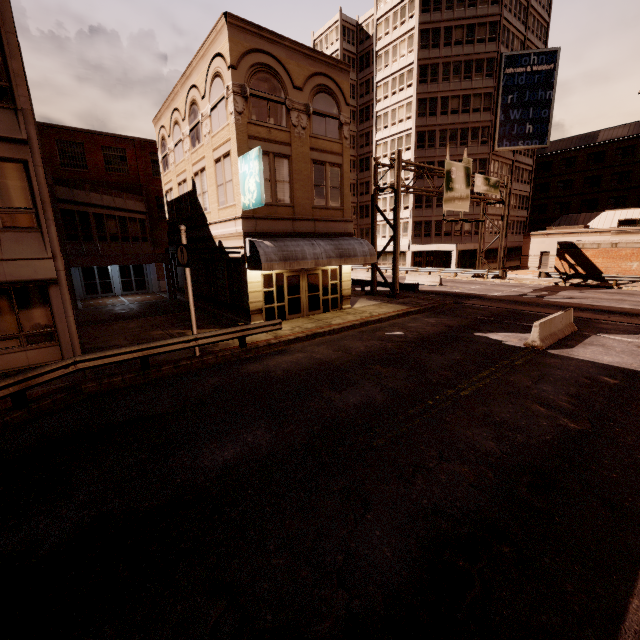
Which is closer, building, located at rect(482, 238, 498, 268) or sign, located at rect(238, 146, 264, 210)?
sign, located at rect(238, 146, 264, 210)

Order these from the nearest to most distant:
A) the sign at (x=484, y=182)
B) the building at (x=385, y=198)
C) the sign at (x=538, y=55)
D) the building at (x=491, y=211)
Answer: the sign at (x=484, y=182), the sign at (x=538, y=55), the building at (x=491, y=211), the building at (x=385, y=198)

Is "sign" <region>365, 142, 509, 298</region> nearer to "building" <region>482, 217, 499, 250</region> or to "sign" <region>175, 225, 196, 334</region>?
"building" <region>482, 217, 499, 250</region>

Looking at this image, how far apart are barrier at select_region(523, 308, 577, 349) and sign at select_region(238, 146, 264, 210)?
11.73m

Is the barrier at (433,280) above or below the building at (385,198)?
below

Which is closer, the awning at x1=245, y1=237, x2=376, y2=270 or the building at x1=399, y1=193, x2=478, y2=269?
the awning at x1=245, y1=237, x2=376, y2=270

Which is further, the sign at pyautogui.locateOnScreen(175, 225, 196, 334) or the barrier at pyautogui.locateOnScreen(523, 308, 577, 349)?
the barrier at pyautogui.locateOnScreen(523, 308, 577, 349)

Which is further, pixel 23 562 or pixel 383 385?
pixel 383 385
